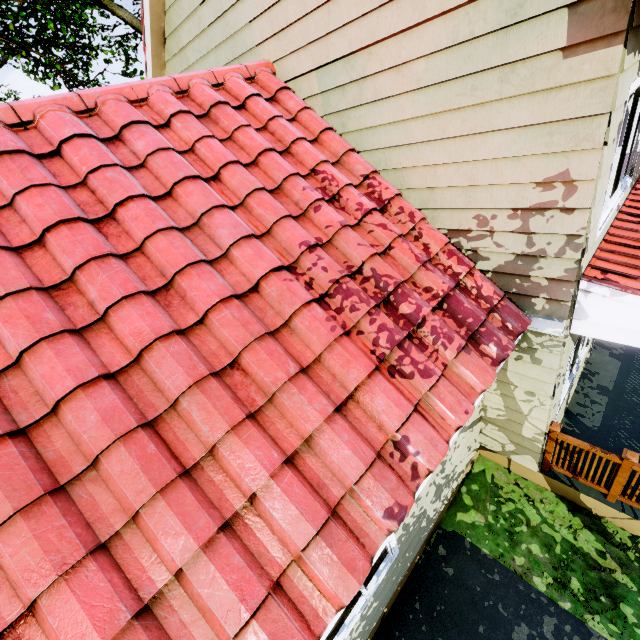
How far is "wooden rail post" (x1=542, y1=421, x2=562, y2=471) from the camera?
4.55m

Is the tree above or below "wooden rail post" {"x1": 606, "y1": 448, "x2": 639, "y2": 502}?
above

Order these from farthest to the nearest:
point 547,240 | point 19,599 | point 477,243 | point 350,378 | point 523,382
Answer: point 523,382, point 477,243, point 547,240, point 350,378, point 19,599

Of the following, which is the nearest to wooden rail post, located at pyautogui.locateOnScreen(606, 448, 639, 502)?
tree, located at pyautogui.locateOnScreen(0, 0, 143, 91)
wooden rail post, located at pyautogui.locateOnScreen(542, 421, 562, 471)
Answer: wooden rail post, located at pyautogui.locateOnScreen(542, 421, 562, 471)

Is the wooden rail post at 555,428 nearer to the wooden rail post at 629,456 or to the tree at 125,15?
the wooden rail post at 629,456

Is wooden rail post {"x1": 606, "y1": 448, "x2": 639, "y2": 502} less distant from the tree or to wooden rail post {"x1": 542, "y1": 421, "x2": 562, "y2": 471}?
wooden rail post {"x1": 542, "y1": 421, "x2": 562, "y2": 471}
